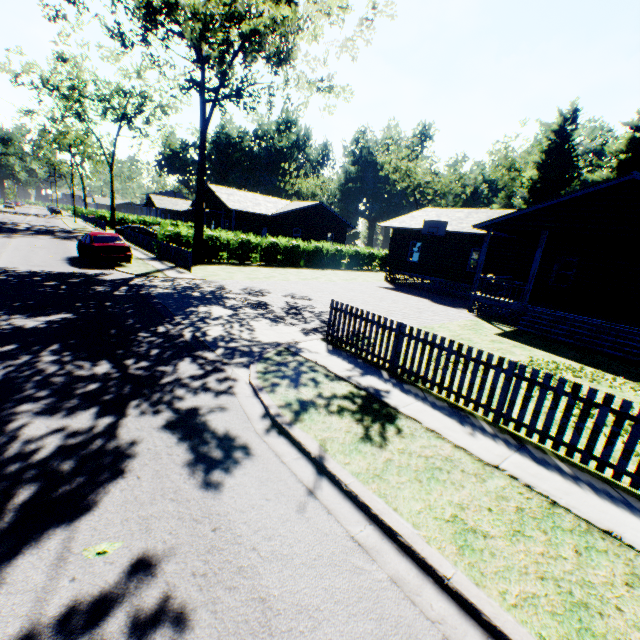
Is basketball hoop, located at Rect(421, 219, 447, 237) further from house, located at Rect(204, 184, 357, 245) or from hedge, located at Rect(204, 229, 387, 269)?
house, located at Rect(204, 184, 357, 245)

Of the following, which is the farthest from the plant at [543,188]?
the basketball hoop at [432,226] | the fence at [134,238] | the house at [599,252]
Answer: the basketball hoop at [432,226]

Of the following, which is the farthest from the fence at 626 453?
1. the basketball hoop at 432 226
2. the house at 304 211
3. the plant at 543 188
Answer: the house at 304 211

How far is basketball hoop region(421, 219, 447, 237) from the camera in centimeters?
2184cm

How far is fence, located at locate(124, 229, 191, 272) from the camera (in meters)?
18.52

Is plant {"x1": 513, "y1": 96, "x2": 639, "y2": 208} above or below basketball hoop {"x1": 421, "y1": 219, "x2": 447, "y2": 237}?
above

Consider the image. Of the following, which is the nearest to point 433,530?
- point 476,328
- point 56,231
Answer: point 476,328

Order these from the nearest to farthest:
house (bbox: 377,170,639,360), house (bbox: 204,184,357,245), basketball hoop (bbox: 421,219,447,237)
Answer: house (bbox: 377,170,639,360)
basketball hoop (bbox: 421,219,447,237)
house (bbox: 204,184,357,245)
